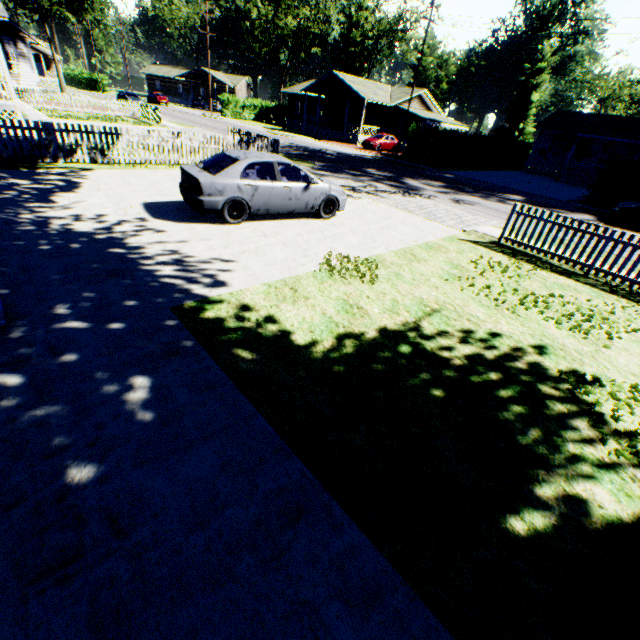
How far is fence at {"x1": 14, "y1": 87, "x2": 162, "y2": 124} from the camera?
24.3 meters

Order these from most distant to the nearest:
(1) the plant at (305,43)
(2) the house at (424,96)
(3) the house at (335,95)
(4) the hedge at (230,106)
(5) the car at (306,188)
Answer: (1) the plant at (305,43), (4) the hedge at (230,106), (2) the house at (424,96), (3) the house at (335,95), (5) the car at (306,188)

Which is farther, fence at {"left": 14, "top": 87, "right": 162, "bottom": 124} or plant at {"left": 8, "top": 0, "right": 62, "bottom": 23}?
fence at {"left": 14, "top": 87, "right": 162, "bottom": 124}

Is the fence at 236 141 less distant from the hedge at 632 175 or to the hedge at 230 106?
the hedge at 632 175

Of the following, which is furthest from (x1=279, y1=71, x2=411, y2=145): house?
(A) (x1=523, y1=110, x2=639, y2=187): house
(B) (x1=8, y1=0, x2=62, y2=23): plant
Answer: (B) (x1=8, y1=0, x2=62, y2=23): plant

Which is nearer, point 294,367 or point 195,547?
point 195,547

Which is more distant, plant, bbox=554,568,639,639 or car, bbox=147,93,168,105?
car, bbox=147,93,168,105

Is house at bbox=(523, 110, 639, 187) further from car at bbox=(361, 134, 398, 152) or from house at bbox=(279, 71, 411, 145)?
car at bbox=(361, 134, 398, 152)
